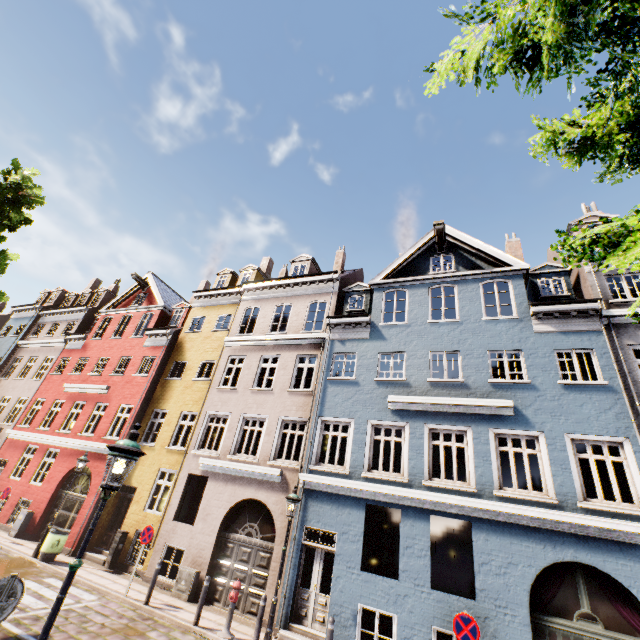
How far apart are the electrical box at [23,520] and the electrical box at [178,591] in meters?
9.4 m

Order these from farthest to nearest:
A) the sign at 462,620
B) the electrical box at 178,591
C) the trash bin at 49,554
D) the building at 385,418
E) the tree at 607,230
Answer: the trash bin at 49,554
the electrical box at 178,591
the building at 385,418
the sign at 462,620
the tree at 607,230

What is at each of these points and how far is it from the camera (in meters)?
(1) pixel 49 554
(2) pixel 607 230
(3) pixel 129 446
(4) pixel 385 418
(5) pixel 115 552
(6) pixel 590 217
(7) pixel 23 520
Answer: (1) trash bin, 12.18
(2) tree, 2.28
(3) street light, 4.41
(4) building, 11.70
(5) electrical box, 13.04
(6) building, 13.66
(7) electrical box, 15.00

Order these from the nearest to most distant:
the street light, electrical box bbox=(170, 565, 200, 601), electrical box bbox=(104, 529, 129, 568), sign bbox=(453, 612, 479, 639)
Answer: the street light → sign bbox=(453, 612, 479, 639) → electrical box bbox=(170, 565, 200, 601) → electrical box bbox=(104, 529, 129, 568)

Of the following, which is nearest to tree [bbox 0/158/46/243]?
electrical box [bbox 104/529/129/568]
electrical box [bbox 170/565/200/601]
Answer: electrical box [bbox 104/529/129/568]

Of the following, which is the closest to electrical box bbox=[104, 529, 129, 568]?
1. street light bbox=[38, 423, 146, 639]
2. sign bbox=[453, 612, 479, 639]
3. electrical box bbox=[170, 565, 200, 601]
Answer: electrical box bbox=[170, 565, 200, 601]

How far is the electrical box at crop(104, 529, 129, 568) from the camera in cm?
1288

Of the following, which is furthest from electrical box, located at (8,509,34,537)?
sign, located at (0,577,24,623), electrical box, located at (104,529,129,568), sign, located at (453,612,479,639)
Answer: sign, located at (453,612,479,639)
